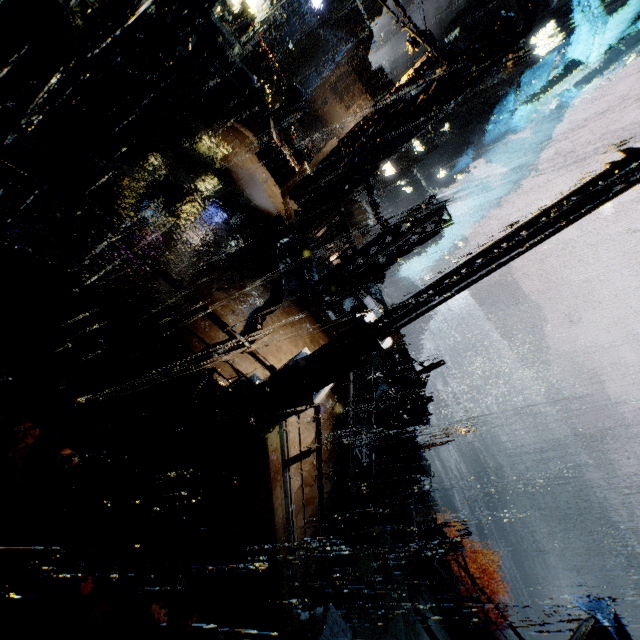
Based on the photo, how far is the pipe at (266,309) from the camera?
7.28m

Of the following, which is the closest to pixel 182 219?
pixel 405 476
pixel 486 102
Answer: pixel 405 476

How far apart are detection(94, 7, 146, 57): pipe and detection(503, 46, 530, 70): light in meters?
11.6 m

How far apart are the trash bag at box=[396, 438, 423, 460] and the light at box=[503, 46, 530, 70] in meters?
16.5 m

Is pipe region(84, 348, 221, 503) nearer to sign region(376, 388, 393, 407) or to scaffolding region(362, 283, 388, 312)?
scaffolding region(362, 283, 388, 312)

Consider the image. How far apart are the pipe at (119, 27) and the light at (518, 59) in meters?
11.6 m

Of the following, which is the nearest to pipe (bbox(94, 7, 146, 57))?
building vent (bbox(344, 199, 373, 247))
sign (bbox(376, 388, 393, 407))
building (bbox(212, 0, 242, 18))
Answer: building (bbox(212, 0, 242, 18))

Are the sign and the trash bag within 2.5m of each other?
yes
